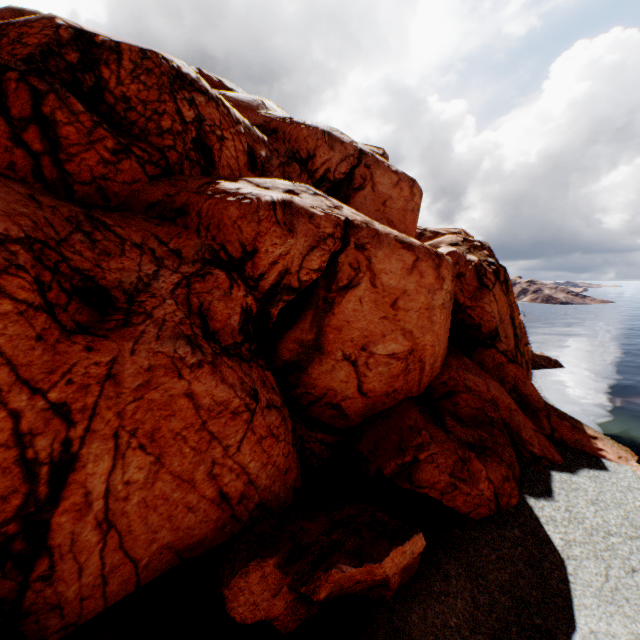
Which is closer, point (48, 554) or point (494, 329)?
point (48, 554)
